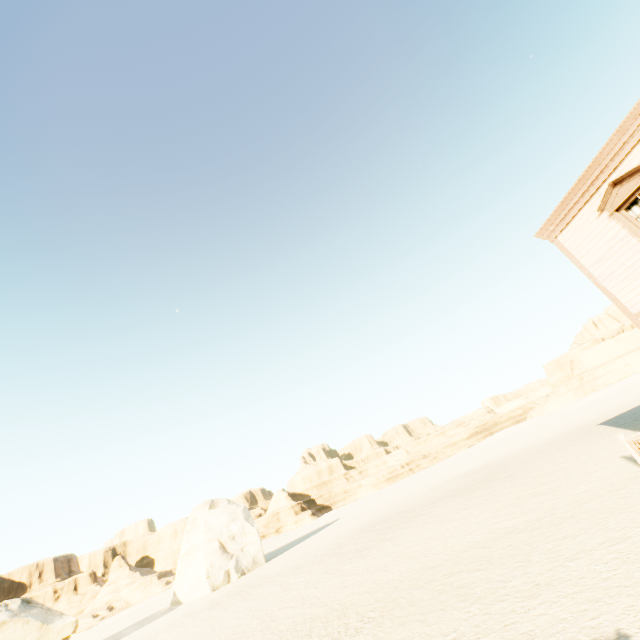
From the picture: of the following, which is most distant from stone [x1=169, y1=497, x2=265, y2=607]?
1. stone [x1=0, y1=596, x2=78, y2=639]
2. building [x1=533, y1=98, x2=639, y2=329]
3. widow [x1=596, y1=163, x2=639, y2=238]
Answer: widow [x1=596, y1=163, x2=639, y2=238]

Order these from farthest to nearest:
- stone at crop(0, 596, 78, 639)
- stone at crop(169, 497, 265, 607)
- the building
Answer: stone at crop(169, 497, 265, 607)
stone at crop(0, 596, 78, 639)
the building

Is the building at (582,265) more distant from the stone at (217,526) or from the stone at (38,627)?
the stone at (38,627)

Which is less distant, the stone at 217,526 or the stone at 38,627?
the stone at 38,627

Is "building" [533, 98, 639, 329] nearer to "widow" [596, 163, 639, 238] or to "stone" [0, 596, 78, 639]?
"widow" [596, 163, 639, 238]

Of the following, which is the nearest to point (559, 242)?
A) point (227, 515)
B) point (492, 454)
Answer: point (227, 515)

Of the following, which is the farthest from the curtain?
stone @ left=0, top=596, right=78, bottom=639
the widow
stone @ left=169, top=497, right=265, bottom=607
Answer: stone @ left=0, top=596, right=78, bottom=639
